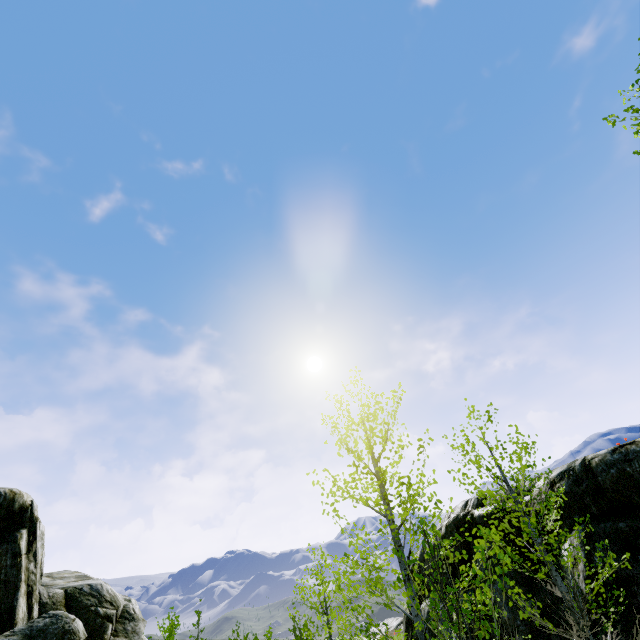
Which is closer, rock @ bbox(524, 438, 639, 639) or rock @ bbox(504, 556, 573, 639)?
rock @ bbox(524, 438, 639, 639)

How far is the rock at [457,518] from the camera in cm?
828

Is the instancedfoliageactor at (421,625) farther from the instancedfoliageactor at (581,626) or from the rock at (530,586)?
the instancedfoliageactor at (581,626)

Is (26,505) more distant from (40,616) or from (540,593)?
(540,593)

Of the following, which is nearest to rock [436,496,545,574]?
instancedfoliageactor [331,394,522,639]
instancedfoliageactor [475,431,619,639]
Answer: instancedfoliageactor [475,431,619,639]

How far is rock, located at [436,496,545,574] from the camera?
8.28m

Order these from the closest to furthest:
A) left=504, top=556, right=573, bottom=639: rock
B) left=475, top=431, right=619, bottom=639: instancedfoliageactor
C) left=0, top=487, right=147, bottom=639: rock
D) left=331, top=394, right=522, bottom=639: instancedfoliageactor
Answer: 1. left=331, top=394, right=522, bottom=639: instancedfoliageactor
2. left=475, top=431, right=619, bottom=639: instancedfoliageactor
3. left=504, top=556, right=573, bottom=639: rock
4. left=0, top=487, right=147, bottom=639: rock

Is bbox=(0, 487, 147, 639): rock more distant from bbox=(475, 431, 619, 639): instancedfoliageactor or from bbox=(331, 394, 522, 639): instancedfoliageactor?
bbox=(331, 394, 522, 639): instancedfoliageactor
